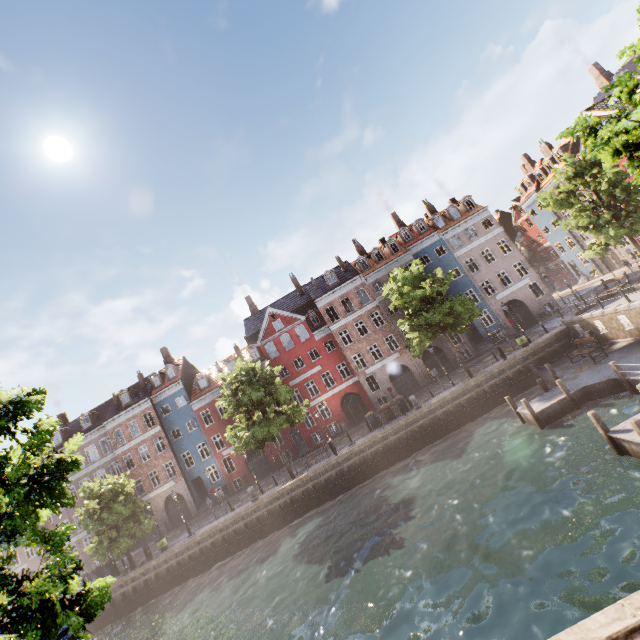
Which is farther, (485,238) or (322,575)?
(485,238)

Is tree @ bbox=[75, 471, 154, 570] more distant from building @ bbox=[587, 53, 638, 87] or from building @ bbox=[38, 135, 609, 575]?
building @ bbox=[38, 135, 609, 575]

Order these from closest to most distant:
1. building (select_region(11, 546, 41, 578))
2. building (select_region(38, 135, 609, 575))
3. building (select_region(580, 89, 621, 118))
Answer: building (select_region(580, 89, 621, 118)), building (select_region(38, 135, 609, 575)), building (select_region(11, 546, 41, 578))

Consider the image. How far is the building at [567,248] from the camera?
34.4 meters

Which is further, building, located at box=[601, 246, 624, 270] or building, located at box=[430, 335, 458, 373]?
building, located at box=[601, 246, 624, 270]

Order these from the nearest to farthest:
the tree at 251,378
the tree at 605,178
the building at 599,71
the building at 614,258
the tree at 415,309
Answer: the tree at 605,178 < the tree at 251,378 < the tree at 415,309 < the building at 599,71 < the building at 614,258
